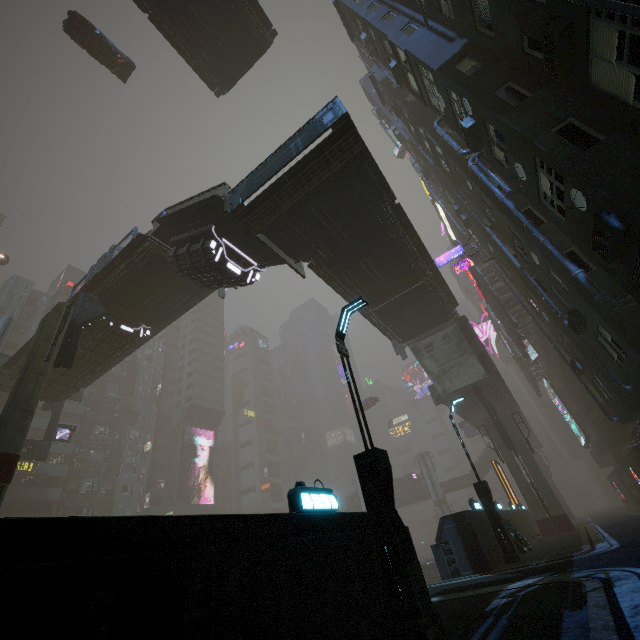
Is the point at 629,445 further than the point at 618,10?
Yes

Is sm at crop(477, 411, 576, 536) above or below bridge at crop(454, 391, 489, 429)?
below

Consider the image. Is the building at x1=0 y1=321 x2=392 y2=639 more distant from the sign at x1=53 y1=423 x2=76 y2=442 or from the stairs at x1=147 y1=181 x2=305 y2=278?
the sign at x1=53 y1=423 x2=76 y2=442

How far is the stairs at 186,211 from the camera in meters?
14.6

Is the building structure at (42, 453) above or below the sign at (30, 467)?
below

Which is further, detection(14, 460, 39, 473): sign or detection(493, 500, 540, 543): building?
detection(14, 460, 39, 473): sign

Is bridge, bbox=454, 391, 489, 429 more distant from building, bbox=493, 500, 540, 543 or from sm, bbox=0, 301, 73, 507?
building, bbox=493, 500, 540, 543

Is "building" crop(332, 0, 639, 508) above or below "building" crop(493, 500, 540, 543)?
above
